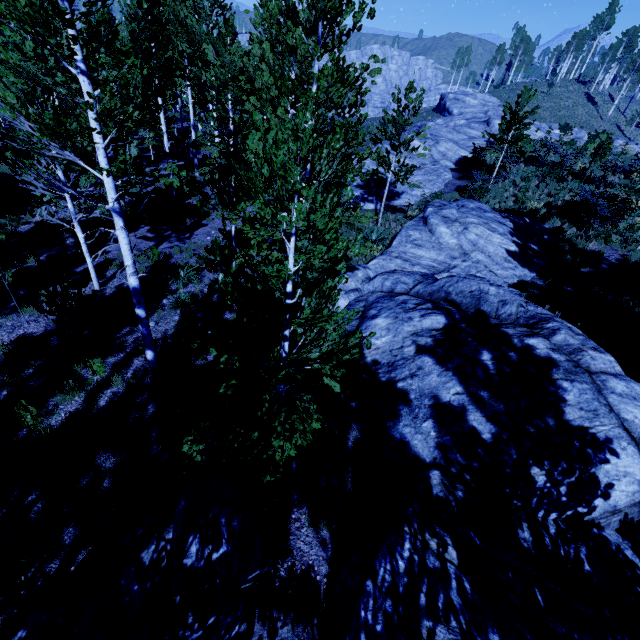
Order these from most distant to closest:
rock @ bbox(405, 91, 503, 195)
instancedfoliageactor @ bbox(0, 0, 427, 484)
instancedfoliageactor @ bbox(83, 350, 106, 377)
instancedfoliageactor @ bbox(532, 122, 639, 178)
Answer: rock @ bbox(405, 91, 503, 195) → instancedfoliageactor @ bbox(532, 122, 639, 178) → instancedfoliageactor @ bbox(83, 350, 106, 377) → instancedfoliageactor @ bbox(0, 0, 427, 484)

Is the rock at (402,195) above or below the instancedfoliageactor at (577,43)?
below

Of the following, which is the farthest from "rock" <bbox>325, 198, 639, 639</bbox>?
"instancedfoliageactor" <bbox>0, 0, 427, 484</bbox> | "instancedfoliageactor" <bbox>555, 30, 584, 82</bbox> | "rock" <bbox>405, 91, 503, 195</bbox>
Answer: "instancedfoliageactor" <bbox>555, 30, 584, 82</bbox>

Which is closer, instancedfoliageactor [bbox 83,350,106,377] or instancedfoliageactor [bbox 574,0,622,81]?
instancedfoliageactor [bbox 83,350,106,377]

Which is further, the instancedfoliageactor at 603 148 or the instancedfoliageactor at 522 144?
the instancedfoliageactor at 522 144

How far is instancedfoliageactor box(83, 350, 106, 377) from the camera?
7.7 meters

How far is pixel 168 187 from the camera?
19.7m

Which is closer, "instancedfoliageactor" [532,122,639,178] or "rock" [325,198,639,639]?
"rock" [325,198,639,639]
